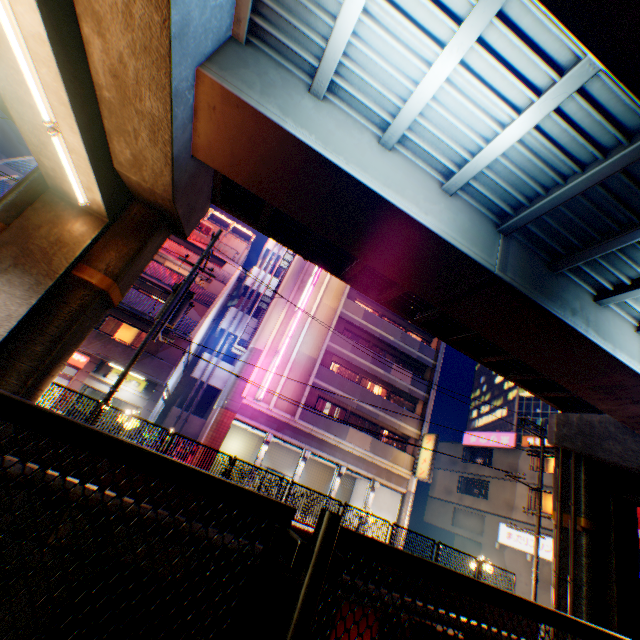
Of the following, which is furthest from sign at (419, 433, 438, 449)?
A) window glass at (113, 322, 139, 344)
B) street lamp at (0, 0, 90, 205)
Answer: street lamp at (0, 0, 90, 205)

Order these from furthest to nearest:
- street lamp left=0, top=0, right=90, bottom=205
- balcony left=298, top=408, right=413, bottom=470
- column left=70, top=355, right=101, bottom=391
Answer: balcony left=298, top=408, right=413, bottom=470, column left=70, top=355, right=101, bottom=391, street lamp left=0, top=0, right=90, bottom=205

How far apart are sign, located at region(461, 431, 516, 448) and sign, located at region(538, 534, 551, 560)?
6.0 meters

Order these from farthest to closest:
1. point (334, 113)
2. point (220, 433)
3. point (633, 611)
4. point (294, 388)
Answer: point (294, 388), point (220, 433), point (633, 611), point (334, 113)

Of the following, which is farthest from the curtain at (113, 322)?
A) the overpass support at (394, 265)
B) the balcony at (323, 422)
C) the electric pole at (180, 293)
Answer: the balcony at (323, 422)

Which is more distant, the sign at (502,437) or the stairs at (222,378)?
the sign at (502,437)

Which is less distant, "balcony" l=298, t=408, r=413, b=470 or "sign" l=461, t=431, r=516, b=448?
"balcony" l=298, t=408, r=413, b=470

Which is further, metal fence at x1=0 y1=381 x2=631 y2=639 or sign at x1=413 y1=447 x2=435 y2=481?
sign at x1=413 y1=447 x2=435 y2=481
